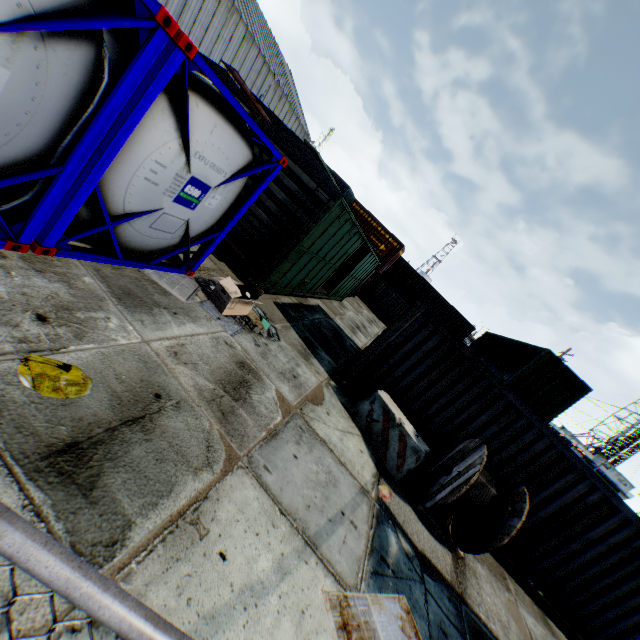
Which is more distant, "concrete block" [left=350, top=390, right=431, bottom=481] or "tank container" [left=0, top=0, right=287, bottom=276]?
"concrete block" [left=350, top=390, right=431, bottom=481]

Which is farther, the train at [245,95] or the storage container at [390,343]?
the train at [245,95]

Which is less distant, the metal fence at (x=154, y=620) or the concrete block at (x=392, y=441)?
the metal fence at (x=154, y=620)

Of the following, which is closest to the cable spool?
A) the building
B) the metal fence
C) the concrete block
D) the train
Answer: the concrete block

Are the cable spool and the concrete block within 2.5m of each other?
yes

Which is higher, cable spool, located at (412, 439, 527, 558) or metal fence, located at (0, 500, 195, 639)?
metal fence, located at (0, 500, 195, 639)

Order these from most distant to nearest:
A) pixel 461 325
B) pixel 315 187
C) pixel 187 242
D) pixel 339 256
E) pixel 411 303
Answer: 1. pixel 411 303
2. pixel 461 325
3. pixel 339 256
4. pixel 315 187
5. pixel 187 242

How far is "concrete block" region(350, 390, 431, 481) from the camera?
6.64m
